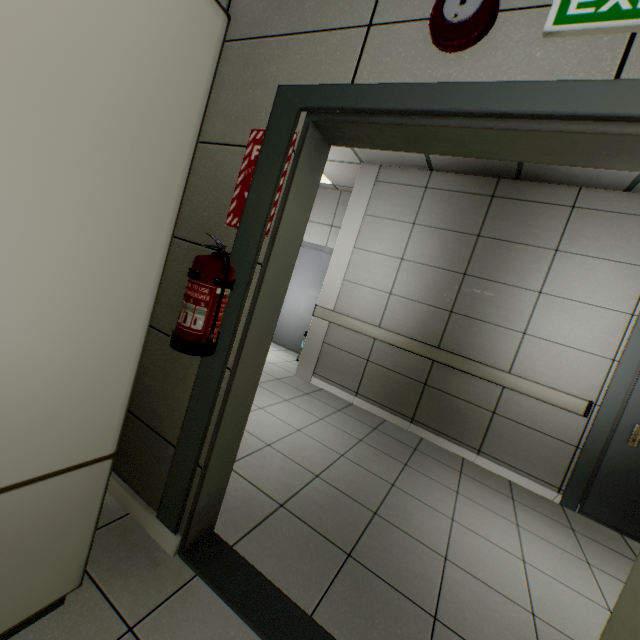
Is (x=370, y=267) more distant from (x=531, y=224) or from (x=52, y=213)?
(x=52, y=213)

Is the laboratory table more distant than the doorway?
No

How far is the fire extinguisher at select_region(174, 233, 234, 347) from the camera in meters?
1.3 m

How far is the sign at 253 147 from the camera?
1.4 meters

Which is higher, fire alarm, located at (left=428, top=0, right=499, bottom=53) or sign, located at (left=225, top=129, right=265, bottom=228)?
fire alarm, located at (left=428, top=0, right=499, bottom=53)

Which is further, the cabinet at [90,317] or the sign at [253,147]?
the sign at [253,147]

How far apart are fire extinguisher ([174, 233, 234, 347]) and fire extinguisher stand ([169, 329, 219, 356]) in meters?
0.0

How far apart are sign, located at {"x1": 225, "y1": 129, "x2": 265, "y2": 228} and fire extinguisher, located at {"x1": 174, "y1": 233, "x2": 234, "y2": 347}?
0.17m
